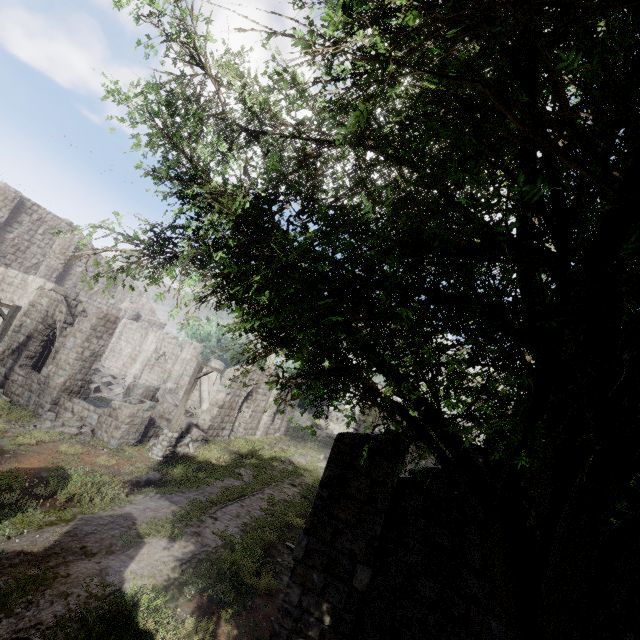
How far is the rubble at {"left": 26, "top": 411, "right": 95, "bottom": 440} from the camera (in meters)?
13.73

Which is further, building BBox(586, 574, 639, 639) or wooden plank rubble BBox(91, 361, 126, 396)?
wooden plank rubble BBox(91, 361, 126, 396)

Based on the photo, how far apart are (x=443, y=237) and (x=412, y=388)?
1.0 meters

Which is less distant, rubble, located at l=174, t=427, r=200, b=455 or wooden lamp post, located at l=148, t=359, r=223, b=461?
wooden lamp post, located at l=148, t=359, r=223, b=461

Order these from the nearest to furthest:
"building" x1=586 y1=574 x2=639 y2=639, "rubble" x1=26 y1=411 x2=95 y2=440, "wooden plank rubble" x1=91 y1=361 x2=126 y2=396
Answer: "building" x1=586 y1=574 x2=639 y2=639 < "rubble" x1=26 y1=411 x2=95 y2=440 < "wooden plank rubble" x1=91 y1=361 x2=126 y2=396

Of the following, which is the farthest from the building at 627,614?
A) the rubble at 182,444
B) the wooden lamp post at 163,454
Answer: the wooden lamp post at 163,454

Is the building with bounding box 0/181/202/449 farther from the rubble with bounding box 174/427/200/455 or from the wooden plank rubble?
the wooden plank rubble

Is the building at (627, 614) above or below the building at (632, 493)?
below
